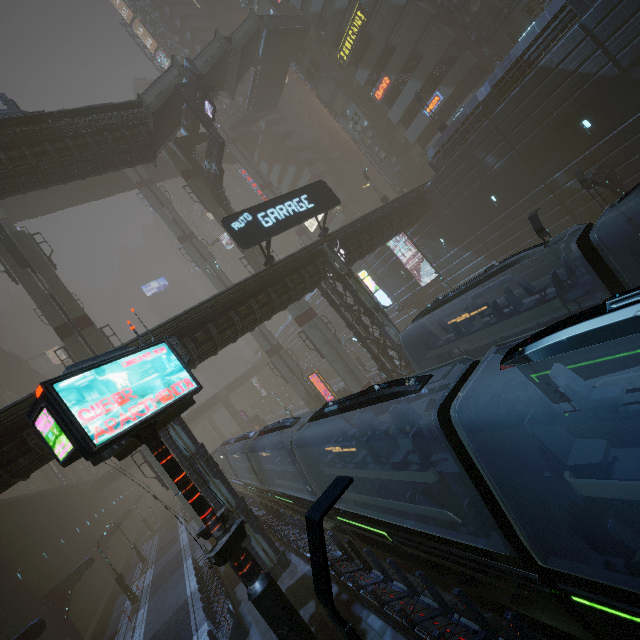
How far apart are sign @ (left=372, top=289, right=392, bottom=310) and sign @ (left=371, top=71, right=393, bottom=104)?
25.53m

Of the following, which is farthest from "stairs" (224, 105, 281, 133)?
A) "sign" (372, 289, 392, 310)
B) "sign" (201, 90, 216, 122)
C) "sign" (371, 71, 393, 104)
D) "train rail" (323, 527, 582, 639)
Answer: "train rail" (323, 527, 582, 639)

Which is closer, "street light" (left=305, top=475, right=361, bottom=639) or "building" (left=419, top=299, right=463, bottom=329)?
"street light" (left=305, top=475, right=361, bottom=639)

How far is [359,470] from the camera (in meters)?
8.84

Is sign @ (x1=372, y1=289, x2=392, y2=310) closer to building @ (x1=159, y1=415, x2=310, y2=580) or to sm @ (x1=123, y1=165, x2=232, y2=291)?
building @ (x1=159, y1=415, x2=310, y2=580)

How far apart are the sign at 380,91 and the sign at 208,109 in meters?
20.2

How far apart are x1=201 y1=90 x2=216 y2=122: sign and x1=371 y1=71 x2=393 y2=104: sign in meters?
20.2 m

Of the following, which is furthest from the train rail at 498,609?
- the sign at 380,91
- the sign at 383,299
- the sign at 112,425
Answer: the sign at 380,91
